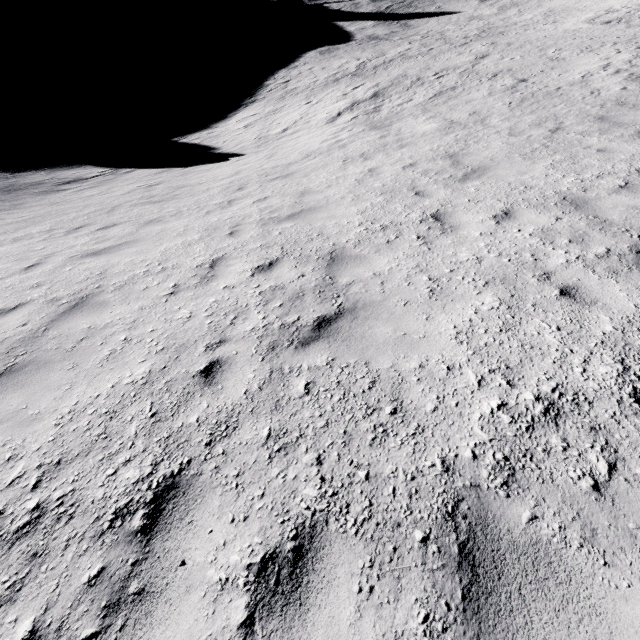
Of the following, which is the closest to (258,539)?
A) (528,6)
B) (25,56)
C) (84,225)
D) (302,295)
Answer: (302,295)
